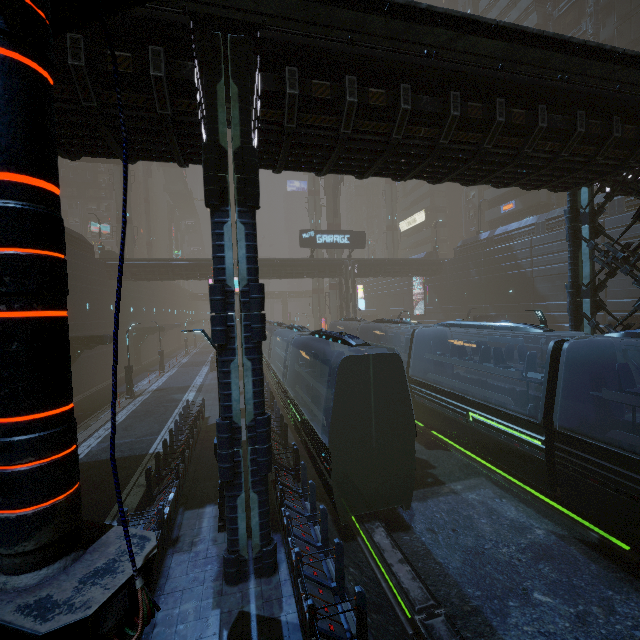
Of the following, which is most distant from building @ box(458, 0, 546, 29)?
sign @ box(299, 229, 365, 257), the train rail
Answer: sign @ box(299, 229, 365, 257)

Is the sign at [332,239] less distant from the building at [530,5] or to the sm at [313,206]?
the building at [530,5]

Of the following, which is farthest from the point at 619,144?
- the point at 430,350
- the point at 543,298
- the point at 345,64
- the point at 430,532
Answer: the point at 543,298

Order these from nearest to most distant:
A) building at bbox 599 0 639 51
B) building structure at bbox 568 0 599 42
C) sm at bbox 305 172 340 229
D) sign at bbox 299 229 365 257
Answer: building at bbox 599 0 639 51 → building structure at bbox 568 0 599 42 → sign at bbox 299 229 365 257 → sm at bbox 305 172 340 229

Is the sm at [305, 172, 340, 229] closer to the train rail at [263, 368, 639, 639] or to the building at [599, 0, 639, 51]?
the building at [599, 0, 639, 51]

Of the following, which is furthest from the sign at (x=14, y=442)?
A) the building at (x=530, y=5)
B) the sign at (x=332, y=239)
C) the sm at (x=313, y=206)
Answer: the sm at (x=313, y=206)

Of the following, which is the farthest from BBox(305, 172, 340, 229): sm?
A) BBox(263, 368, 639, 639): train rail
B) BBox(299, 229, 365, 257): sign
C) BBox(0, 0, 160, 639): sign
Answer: BBox(0, 0, 160, 639): sign

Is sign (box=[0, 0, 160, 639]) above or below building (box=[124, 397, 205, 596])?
above
